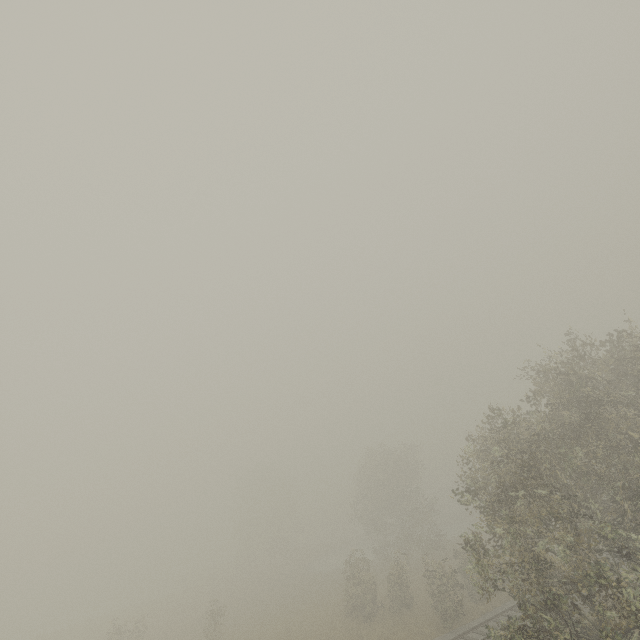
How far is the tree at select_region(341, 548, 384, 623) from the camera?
26.9m

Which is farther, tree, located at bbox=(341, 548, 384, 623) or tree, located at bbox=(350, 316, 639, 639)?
tree, located at bbox=(341, 548, 384, 623)

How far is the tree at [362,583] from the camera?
26.9m

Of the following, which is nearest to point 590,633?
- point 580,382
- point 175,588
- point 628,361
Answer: point 580,382

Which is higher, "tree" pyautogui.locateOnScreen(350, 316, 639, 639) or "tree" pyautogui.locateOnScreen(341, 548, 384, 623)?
"tree" pyautogui.locateOnScreen(350, 316, 639, 639)

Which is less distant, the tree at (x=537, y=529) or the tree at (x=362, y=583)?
the tree at (x=537, y=529)
